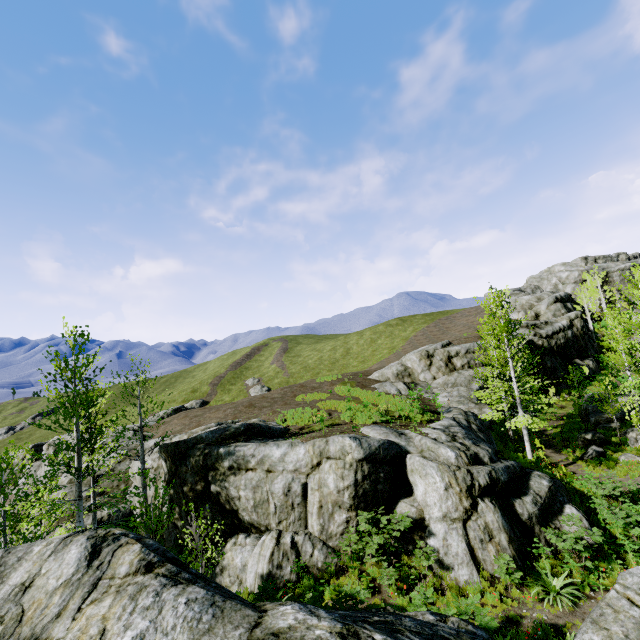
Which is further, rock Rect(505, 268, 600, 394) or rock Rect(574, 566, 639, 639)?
rock Rect(505, 268, 600, 394)

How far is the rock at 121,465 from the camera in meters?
17.1 m

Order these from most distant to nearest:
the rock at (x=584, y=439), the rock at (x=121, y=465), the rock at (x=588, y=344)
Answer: the rock at (x=588, y=344) → the rock at (x=584, y=439) → the rock at (x=121, y=465)

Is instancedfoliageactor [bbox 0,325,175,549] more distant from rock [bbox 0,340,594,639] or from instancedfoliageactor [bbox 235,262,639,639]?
instancedfoliageactor [bbox 235,262,639,639]

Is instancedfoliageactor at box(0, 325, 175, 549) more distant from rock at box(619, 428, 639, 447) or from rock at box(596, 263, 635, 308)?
rock at box(619, 428, 639, 447)

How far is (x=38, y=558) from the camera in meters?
6.8
